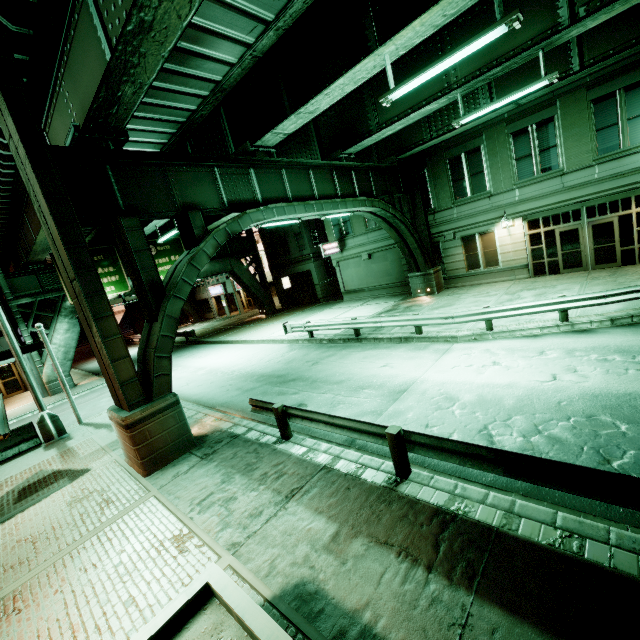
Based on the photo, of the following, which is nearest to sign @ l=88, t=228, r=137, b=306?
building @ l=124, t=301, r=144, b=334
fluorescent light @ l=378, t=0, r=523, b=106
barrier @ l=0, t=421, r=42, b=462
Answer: barrier @ l=0, t=421, r=42, b=462

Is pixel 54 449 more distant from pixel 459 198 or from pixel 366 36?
pixel 459 198

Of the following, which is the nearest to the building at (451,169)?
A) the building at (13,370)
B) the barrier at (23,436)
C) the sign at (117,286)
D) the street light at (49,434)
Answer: the sign at (117,286)

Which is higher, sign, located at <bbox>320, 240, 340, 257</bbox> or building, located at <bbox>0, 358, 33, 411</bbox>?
sign, located at <bbox>320, 240, 340, 257</bbox>

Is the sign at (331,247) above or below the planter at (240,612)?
above

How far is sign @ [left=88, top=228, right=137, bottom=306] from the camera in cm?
2414

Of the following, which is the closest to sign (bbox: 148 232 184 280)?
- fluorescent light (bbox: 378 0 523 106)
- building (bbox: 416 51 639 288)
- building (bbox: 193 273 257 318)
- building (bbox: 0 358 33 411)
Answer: building (bbox: 0 358 33 411)

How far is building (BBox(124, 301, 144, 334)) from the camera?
46.73m
